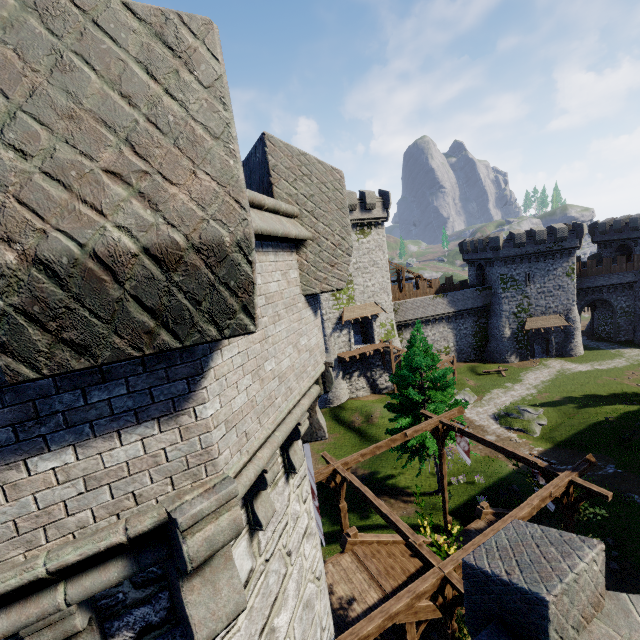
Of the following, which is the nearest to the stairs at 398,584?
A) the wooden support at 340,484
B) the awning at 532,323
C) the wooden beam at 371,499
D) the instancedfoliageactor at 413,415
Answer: the wooden support at 340,484

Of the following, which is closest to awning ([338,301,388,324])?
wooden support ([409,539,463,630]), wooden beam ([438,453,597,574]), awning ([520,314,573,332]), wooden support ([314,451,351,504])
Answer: awning ([520,314,573,332])

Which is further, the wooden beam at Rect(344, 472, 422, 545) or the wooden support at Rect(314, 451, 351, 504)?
the wooden support at Rect(314, 451, 351, 504)

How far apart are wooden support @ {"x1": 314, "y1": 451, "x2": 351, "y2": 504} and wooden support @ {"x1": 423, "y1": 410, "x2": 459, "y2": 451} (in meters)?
3.68

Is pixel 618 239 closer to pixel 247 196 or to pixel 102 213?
pixel 247 196

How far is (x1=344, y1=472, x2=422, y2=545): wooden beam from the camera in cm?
970

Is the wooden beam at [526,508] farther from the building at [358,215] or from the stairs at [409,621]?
the building at [358,215]

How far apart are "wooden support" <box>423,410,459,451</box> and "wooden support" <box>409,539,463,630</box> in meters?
6.5 m
